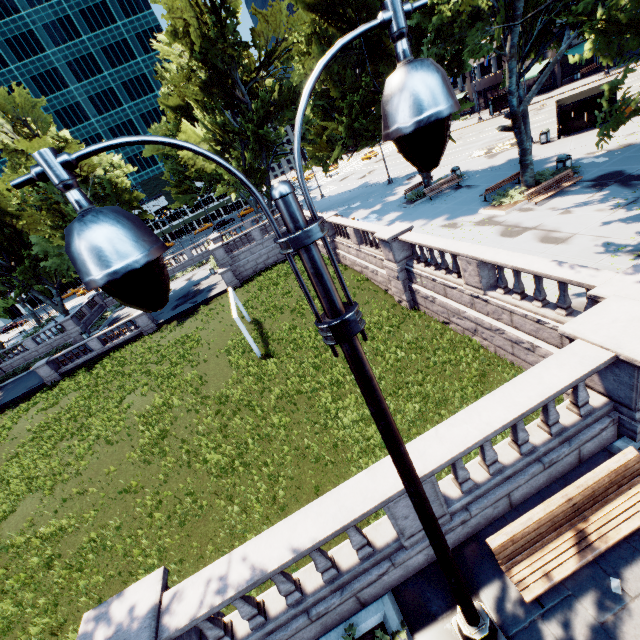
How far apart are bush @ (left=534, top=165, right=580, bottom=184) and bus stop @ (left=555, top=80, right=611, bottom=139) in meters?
9.4 m

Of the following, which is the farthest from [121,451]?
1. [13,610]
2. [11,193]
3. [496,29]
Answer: [11,193]

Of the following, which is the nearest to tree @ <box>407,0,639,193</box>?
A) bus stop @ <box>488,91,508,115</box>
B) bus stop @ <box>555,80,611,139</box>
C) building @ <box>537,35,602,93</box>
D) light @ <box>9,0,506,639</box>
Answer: building @ <box>537,35,602,93</box>

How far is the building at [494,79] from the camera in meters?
50.3

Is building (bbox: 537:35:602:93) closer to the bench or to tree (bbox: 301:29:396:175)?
tree (bbox: 301:29:396:175)

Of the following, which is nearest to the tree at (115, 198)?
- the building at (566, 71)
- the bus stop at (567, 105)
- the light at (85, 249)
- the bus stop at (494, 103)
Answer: the building at (566, 71)

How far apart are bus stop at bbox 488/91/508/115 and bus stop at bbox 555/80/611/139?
25.5m

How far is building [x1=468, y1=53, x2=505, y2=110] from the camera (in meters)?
50.28
